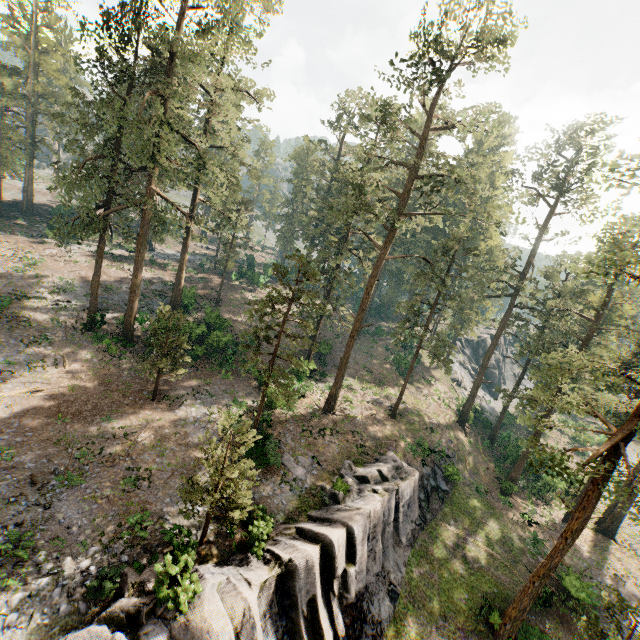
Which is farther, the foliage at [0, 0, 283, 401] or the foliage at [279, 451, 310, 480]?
the foliage at [0, 0, 283, 401]

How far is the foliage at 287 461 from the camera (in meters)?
21.67

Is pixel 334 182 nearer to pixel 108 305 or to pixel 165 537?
pixel 108 305

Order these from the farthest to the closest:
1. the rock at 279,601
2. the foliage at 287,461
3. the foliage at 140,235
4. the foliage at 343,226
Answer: the foliage at 140,235 → the foliage at 287,461 → the foliage at 343,226 → the rock at 279,601

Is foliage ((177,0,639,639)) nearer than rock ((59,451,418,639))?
No

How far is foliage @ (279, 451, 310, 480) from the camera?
21.67m
